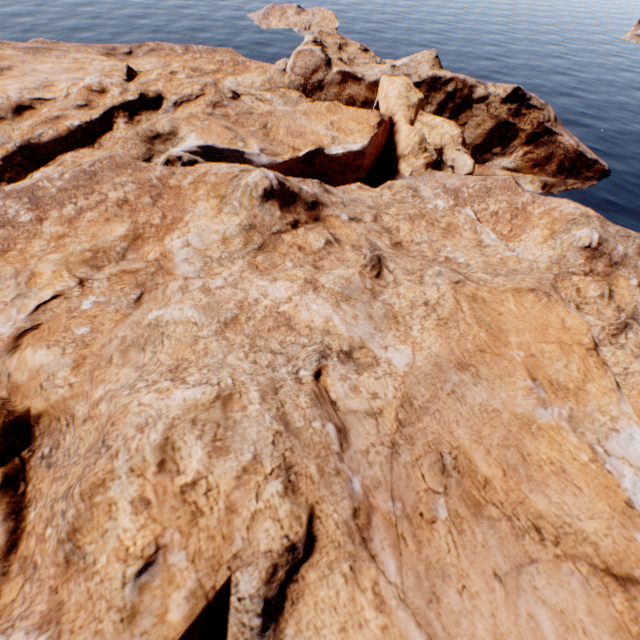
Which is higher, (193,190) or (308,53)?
(193,190)
